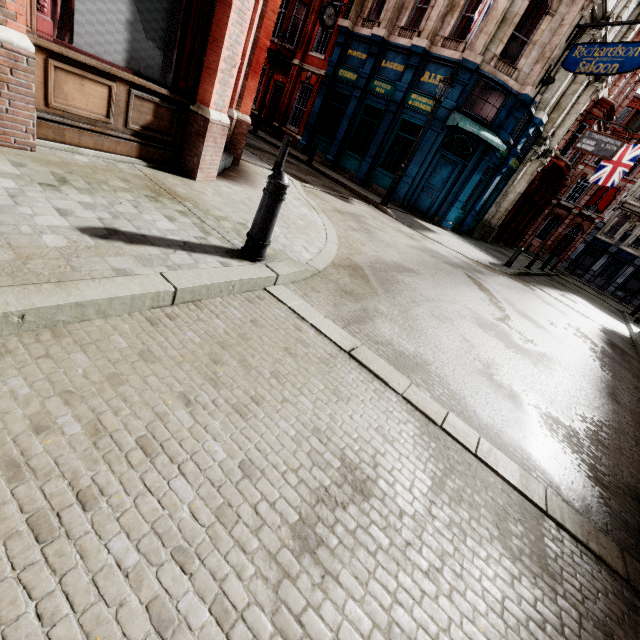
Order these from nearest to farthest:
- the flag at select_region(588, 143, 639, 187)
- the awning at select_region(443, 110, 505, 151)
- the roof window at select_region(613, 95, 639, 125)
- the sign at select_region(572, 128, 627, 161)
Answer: the awning at select_region(443, 110, 505, 151) → the sign at select_region(572, 128, 627, 161) → the flag at select_region(588, 143, 639, 187) → the roof window at select_region(613, 95, 639, 125)

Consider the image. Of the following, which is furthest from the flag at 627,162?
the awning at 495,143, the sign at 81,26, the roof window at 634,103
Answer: the sign at 81,26

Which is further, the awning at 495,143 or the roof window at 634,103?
the roof window at 634,103

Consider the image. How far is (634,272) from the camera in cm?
3391

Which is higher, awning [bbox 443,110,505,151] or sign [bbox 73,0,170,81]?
awning [bbox 443,110,505,151]

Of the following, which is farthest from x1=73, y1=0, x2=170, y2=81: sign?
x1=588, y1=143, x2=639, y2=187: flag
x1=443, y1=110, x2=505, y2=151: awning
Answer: x1=588, y1=143, x2=639, y2=187: flag

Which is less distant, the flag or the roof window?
the flag

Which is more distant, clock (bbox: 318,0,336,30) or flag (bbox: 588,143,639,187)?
flag (bbox: 588,143,639,187)
